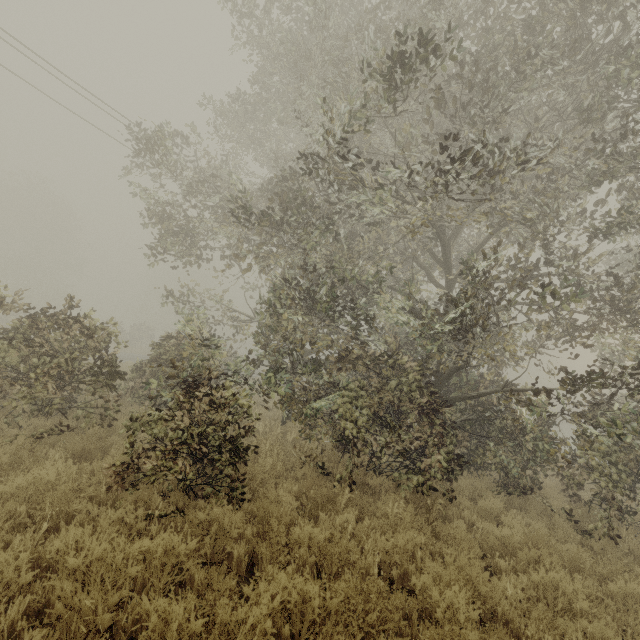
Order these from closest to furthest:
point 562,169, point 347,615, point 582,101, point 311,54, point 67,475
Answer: point 347,615 → point 67,475 → point 562,169 → point 582,101 → point 311,54
